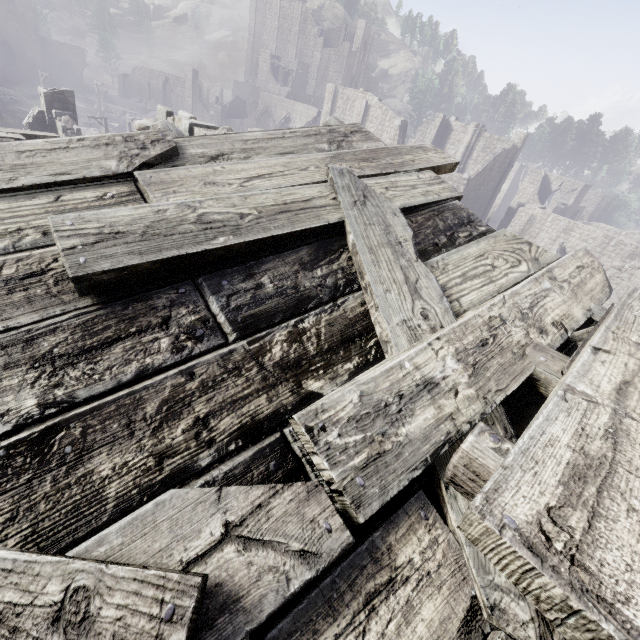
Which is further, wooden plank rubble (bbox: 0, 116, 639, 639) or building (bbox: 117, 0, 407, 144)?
building (bbox: 117, 0, 407, 144)

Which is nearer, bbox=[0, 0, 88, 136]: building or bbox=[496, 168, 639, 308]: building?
bbox=[0, 0, 88, 136]: building

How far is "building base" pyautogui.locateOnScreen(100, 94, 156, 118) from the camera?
48.0m

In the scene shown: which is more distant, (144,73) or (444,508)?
(144,73)

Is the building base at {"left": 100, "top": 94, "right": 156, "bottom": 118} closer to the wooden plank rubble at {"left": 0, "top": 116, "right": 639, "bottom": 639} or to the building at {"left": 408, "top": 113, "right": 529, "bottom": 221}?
the building at {"left": 408, "top": 113, "right": 529, "bottom": 221}

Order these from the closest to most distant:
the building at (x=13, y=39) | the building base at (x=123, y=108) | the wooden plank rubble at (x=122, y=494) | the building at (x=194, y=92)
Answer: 1. the wooden plank rubble at (x=122, y=494)
2. the building at (x=13, y=39)
3. the building at (x=194, y=92)
4. the building base at (x=123, y=108)

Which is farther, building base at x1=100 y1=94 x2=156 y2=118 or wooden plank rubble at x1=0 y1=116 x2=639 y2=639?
building base at x1=100 y1=94 x2=156 y2=118

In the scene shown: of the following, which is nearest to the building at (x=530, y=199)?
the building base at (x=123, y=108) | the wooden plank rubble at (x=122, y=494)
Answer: the wooden plank rubble at (x=122, y=494)
